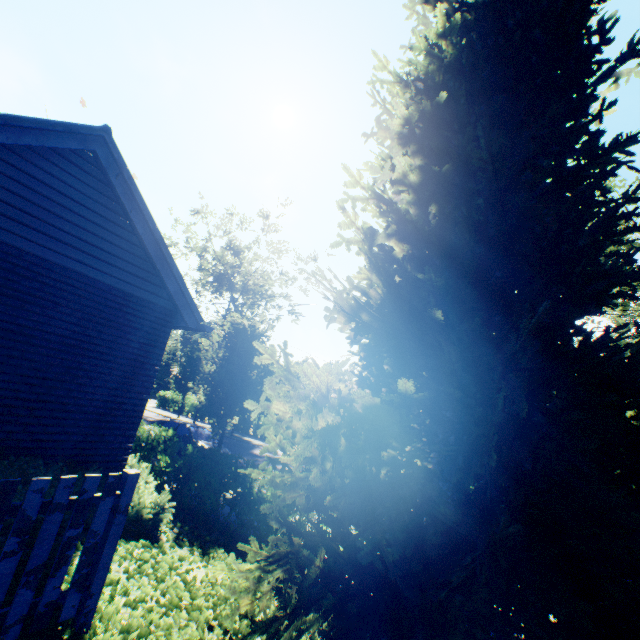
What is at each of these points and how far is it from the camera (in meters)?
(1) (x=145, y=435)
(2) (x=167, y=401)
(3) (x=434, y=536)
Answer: (1) hedge, 10.92
(2) hedge, 35.25
(3) tree, 3.23

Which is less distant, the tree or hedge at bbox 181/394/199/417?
the tree

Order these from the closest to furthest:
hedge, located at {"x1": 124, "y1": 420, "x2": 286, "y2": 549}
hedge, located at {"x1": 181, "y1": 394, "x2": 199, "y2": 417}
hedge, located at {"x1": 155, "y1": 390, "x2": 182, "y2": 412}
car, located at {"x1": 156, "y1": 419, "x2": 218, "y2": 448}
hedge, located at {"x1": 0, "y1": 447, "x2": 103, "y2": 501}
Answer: hedge, located at {"x1": 0, "y1": 447, "x2": 103, "y2": 501}, hedge, located at {"x1": 124, "y1": 420, "x2": 286, "y2": 549}, car, located at {"x1": 156, "y1": 419, "x2": 218, "y2": 448}, hedge, located at {"x1": 181, "y1": 394, "x2": 199, "y2": 417}, hedge, located at {"x1": 155, "y1": 390, "x2": 182, "y2": 412}

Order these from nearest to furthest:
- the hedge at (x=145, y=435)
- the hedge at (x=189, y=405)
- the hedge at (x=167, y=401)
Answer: the hedge at (x=145, y=435), the hedge at (x=189, y=405), the hedge at (x=167, y=401)

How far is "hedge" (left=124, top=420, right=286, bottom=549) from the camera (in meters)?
6.02

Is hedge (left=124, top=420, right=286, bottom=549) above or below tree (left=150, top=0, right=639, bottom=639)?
below

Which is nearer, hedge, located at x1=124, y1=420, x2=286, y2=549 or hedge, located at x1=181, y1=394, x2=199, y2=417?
hedge, located at x1=124, y1=420, x2=286, y2=549

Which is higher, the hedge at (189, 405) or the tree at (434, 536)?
the tree at (434, 536)
